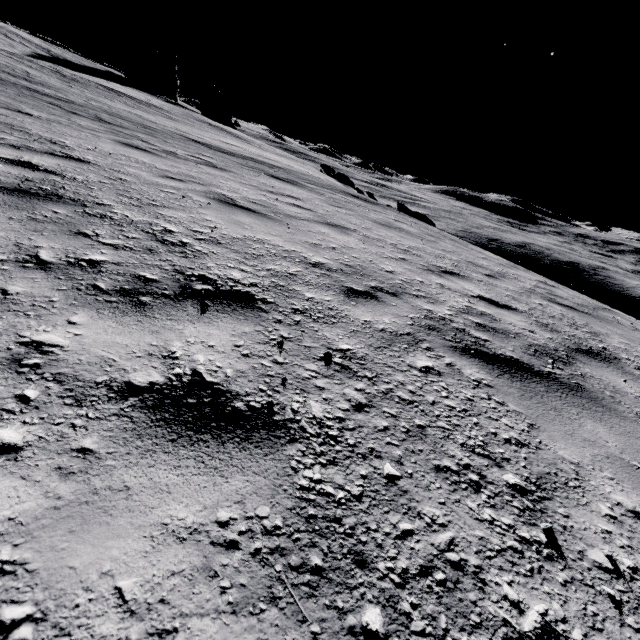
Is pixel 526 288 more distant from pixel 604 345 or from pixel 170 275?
pixel 170 275

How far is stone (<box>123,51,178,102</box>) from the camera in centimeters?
4869cm

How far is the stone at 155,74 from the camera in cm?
4869
